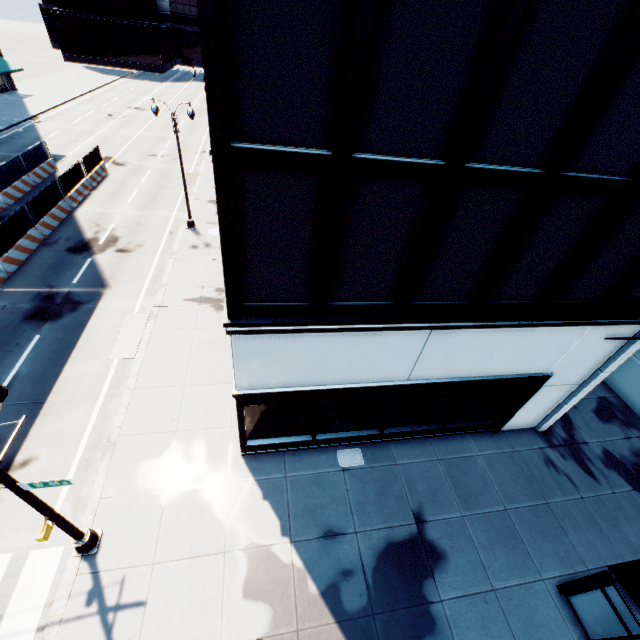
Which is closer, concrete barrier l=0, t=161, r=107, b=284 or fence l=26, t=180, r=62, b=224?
concrete barrier l=0, t=161, r=107, b=284

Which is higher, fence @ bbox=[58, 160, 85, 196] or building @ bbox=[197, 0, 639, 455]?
building @ bbox=[197, 0, 639, 455]

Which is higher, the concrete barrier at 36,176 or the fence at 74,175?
the fence at 74,175

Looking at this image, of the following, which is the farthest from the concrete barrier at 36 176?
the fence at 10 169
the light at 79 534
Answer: the light at 79 534

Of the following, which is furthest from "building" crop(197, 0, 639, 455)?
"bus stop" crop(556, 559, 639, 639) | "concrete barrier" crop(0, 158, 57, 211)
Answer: "concrete barrier" crop(0, 158, 57, 211)

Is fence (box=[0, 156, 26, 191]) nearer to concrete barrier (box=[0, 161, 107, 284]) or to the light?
concrete barrier (box=[0, 161, 107, 284])

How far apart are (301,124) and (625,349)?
11.9m

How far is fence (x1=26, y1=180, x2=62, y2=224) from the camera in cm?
1887
